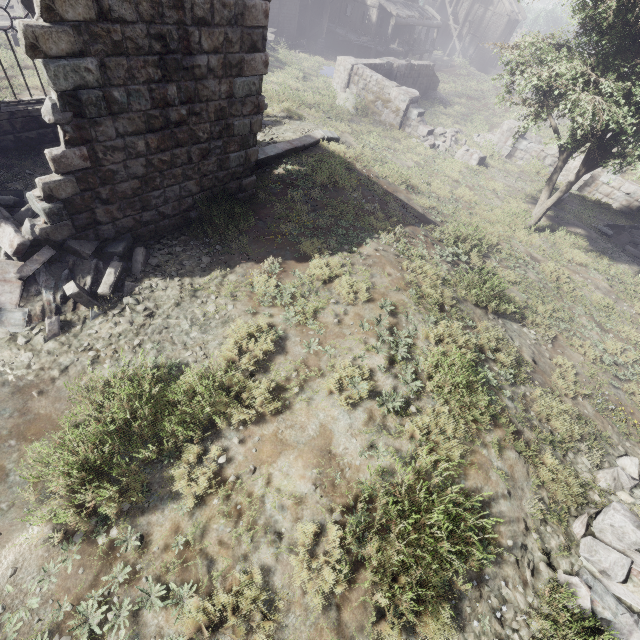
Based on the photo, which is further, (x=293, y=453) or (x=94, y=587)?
(x=293, y=453)

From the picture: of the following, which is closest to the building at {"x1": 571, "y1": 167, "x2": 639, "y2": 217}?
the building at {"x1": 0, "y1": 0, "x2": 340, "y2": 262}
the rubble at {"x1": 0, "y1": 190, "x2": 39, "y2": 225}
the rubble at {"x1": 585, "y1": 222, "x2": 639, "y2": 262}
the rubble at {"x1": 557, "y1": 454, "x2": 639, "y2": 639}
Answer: the rubble at {"x1": 585, "y1": 222, "x2": 639, "y2": 262}

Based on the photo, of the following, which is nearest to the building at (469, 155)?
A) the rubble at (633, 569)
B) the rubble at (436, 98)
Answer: the rubble at (436, 98)

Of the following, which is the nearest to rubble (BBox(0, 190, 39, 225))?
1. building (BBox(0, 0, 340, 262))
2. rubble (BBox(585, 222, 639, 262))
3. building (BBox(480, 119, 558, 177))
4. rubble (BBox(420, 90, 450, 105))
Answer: building (BBox(0, 0, 340, 262))

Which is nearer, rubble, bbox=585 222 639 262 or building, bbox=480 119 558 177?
rubble, bbox=585 222 639 262

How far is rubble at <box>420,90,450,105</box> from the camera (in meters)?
27.00

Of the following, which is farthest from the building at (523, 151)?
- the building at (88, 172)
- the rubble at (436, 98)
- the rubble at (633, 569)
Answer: the rubble at (633, 569)

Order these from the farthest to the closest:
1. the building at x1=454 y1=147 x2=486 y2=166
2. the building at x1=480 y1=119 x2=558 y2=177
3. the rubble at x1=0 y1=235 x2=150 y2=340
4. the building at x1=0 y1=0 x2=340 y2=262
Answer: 1. the building at x1=480 y1=119 x2=558 y2=177
2. the building at x1=454 y1=147 x2=486 y2=166
3. the rubble at x1=0 y1=235 x2=150 y2=340
4. the building at x1=0 y1=0 x2=340 y2=262
